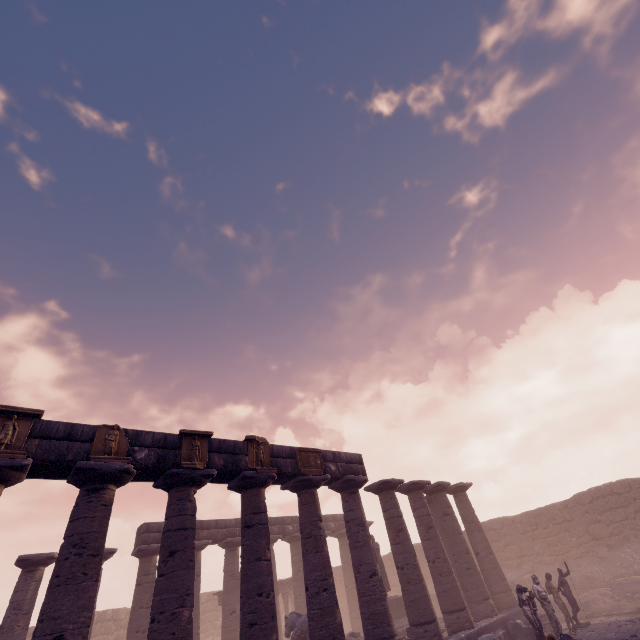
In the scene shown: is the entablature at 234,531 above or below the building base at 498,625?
above

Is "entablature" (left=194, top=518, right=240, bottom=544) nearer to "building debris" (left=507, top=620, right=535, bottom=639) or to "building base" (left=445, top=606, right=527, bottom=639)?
"building base" (left=445, top=606, right=527, bottom=639)

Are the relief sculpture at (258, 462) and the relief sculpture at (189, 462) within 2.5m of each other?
yes

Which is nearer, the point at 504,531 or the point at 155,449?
the point at 155,449

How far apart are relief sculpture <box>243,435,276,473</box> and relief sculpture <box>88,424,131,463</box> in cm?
352

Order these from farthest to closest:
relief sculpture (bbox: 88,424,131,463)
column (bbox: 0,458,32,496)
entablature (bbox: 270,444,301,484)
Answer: entablature (bbox: 270,444,301,484) < relief sculpture (bbox: 88,424,131,463) < column (bbox: 0,458,32,496)

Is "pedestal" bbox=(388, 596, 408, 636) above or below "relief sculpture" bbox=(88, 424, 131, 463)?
below

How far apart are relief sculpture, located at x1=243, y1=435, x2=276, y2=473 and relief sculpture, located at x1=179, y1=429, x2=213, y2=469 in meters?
1.1 m
